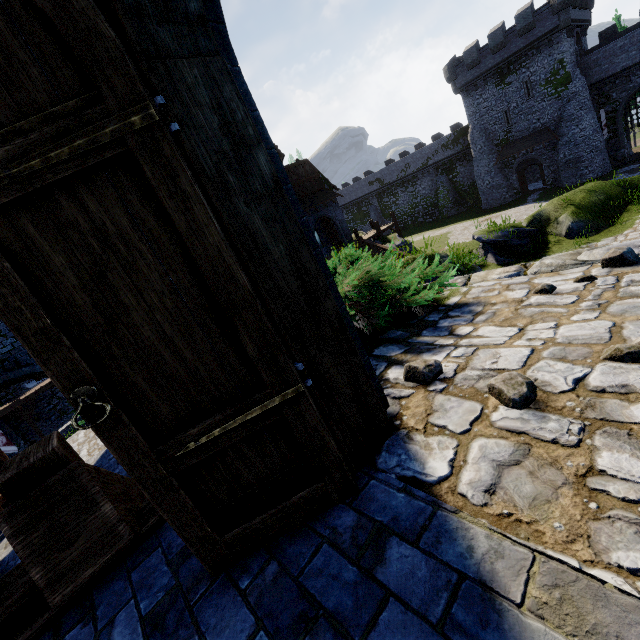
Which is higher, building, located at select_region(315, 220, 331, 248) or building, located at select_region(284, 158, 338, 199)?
building, located at select_region(284, 158, 338, 199)

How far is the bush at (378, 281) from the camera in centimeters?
314cm

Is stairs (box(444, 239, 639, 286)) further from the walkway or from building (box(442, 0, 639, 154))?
building (box(442, 0, 639, 154))

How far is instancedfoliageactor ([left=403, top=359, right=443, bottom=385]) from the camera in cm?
218

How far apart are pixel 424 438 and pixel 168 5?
2.2m

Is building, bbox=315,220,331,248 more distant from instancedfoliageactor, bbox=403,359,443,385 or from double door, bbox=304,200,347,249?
instancedfoliageactor, bbox=403,359,443,385

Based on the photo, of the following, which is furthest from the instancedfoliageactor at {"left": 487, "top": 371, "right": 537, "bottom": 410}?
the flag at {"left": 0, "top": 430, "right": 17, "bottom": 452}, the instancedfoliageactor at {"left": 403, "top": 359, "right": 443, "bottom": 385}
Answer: the flag at {"left": 0, "top": 430, "right": 17, "bottom": 452}

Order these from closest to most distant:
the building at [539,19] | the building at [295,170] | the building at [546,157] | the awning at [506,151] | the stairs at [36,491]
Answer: the stairs at [36,491] → the building at [295,170] → the building at [539,19] → the awning at [506,151] → the building at [546,157]
